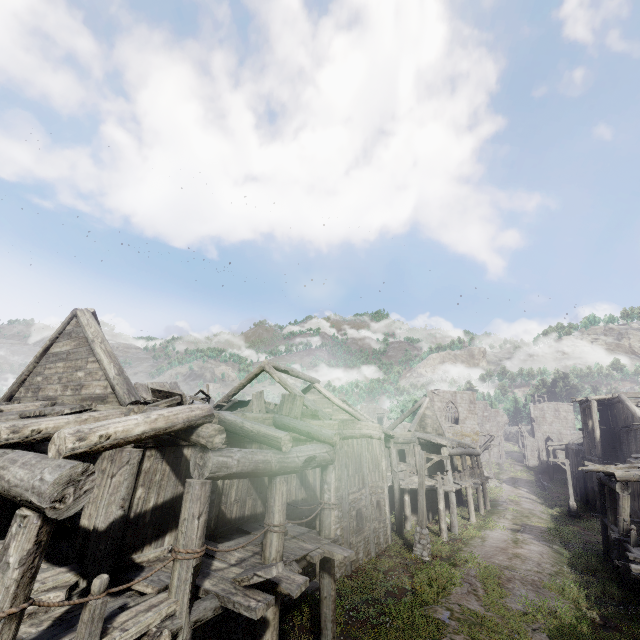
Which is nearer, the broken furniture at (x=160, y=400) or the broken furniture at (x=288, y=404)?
the broken furniture at (x=160, y=400)

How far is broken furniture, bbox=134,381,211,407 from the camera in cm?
941

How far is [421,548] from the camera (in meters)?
15.30

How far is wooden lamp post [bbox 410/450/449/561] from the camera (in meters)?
15.25

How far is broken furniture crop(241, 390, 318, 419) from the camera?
12.2 meters

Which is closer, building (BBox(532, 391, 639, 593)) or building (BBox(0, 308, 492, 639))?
building (BBox(0, 308, 492, 639))

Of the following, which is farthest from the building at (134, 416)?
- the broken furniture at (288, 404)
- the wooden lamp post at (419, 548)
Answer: the wooden lamp post at (419, 548)

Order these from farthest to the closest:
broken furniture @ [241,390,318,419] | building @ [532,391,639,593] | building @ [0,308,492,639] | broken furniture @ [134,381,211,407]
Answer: building @ [532,391,639,593], broken furniture @ [241,390,318,419], broken furniture @ [134,381,211,407], building @ [0,308,492,639]
